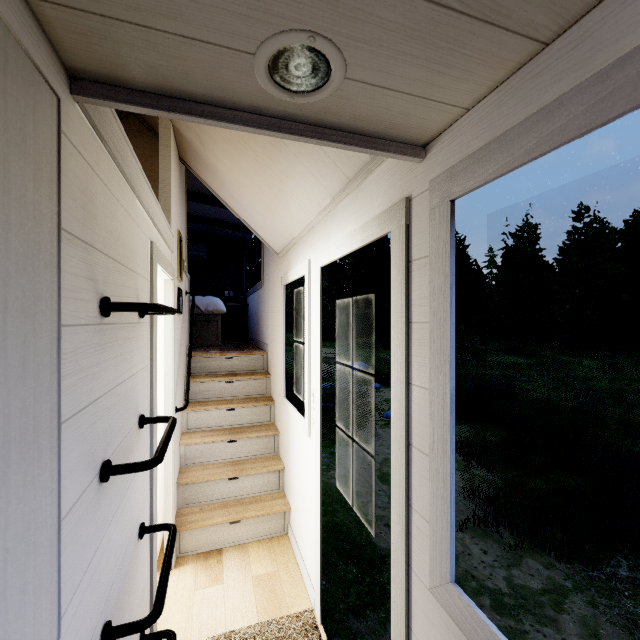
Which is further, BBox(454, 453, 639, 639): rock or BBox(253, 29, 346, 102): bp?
BBox(454, 453, 639, 639): rock

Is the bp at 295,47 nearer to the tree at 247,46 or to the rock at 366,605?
the tree at 247,46

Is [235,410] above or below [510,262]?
below

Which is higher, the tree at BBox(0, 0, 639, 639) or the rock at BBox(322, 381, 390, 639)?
the tree at BBox(0, 0, 639, 639)

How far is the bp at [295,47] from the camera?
0.7m

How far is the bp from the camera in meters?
0.7 m

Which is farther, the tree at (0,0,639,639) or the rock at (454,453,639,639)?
the rock at (454,453,639,639)
